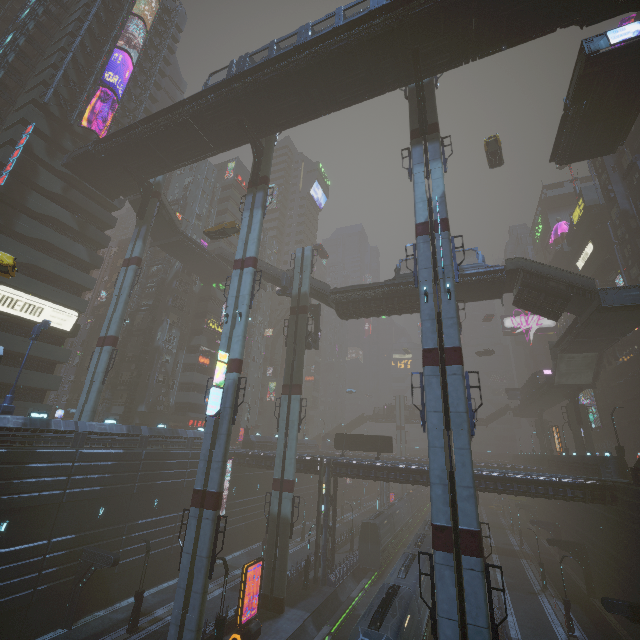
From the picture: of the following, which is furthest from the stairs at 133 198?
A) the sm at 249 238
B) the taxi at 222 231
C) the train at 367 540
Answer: the train at 367 540

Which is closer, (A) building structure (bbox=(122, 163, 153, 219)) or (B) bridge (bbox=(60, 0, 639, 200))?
(B) bridge (bbox=(60, 0, 639, 200))

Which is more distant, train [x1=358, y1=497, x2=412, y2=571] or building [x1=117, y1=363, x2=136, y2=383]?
building [x1=117, y1=363, x2=136, y2=383]

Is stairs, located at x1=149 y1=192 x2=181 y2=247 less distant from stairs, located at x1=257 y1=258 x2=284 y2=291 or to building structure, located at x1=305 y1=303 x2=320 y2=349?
building structure, located at x1=305 y1=303 x2=320 y2=349

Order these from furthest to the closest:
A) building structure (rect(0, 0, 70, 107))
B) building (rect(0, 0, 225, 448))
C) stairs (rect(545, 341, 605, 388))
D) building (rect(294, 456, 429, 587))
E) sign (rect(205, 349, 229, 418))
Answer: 1. stairs (rect(545, 341, 605, 388))
2. building structure (rect(0, 0, 70, 107))
3. building (rect(294, 456, 429, 587))
4. building (rect(0, 0, 225, 448))
5. sign (rect(205, 349, 229, 418))

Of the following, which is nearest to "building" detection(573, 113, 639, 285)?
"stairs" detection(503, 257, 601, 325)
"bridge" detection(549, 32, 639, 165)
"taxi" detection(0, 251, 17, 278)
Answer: "bridge" detection(549, 32, 639, 165)

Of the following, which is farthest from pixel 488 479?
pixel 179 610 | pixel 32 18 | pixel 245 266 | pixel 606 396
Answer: pixel 32 18

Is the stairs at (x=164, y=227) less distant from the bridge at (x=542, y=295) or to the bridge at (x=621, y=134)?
the bridge at (x=542, y=295)
